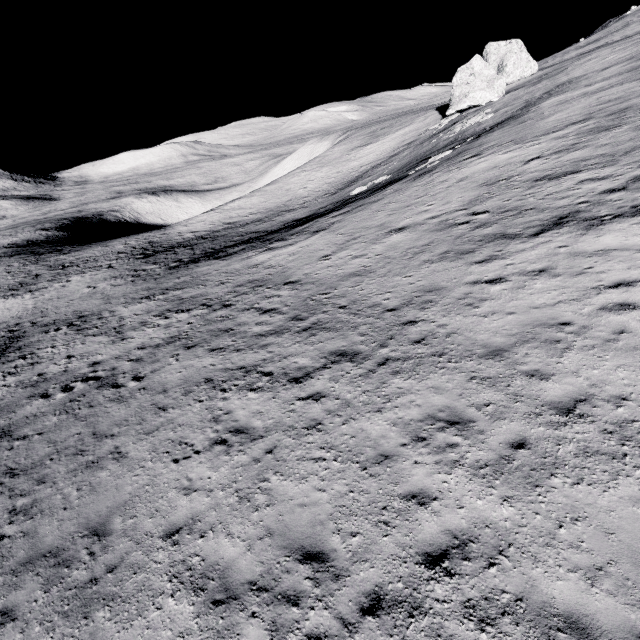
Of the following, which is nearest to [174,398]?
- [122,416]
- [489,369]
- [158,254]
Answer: [122,416]
